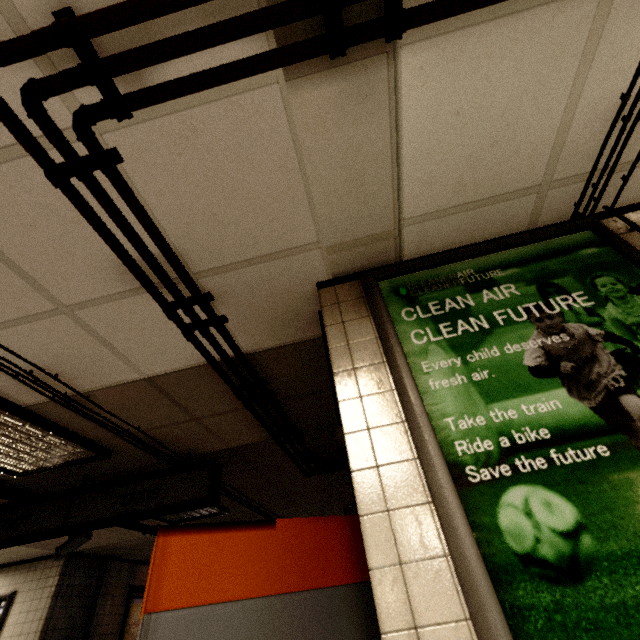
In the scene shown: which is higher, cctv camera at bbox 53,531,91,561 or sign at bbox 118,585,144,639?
cctv camera at bbox 53,531,91,561

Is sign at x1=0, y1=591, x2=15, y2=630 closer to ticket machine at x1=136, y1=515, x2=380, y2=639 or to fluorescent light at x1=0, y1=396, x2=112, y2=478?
fluorescent light at x1=0, y1=396, x2=112, y2=478

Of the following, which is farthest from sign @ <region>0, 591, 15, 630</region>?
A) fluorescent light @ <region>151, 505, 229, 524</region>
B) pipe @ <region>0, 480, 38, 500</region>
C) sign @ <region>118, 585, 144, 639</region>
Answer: fluorescent light @ <region>151, 505, 229, 524</region>

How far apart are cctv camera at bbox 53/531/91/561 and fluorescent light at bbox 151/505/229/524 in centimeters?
103cm

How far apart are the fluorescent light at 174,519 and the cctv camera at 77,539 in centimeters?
103cm

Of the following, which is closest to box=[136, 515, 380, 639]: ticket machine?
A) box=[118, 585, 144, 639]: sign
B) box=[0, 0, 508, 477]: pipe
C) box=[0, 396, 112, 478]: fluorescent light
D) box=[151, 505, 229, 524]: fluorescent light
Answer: box=[0, 0, 508, 477]: pipe

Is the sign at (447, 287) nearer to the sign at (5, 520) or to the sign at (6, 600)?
the sign at (5, 520)

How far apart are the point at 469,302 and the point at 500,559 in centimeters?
101cm
